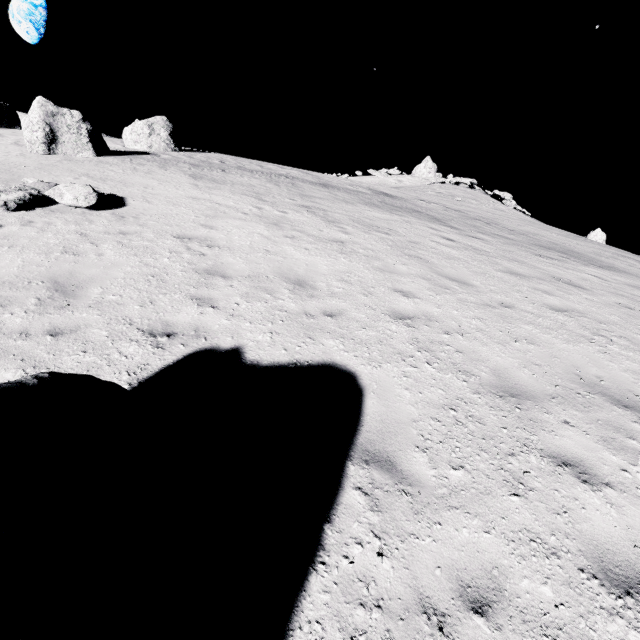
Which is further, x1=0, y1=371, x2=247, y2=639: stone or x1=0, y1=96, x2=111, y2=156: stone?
x1=0, y1=96, x2=111, y2=156: stone

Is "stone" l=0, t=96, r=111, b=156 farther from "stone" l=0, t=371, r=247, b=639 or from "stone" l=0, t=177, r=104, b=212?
"stone" l=0, t=371, r=247, b=639

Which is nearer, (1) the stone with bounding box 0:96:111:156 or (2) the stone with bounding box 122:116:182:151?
(1) the stone with bounding box 0:96:111:156

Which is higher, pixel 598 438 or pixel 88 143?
pixel 88 143

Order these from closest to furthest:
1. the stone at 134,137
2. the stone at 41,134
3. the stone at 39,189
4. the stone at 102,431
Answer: the stone at 102,431, the stone at 39,189, the stone at 41,134, the stone at 134,137

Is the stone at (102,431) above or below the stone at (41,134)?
below

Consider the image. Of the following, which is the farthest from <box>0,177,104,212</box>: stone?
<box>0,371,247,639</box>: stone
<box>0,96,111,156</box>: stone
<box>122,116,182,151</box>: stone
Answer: <box>122,116,182,151</box>: stone
